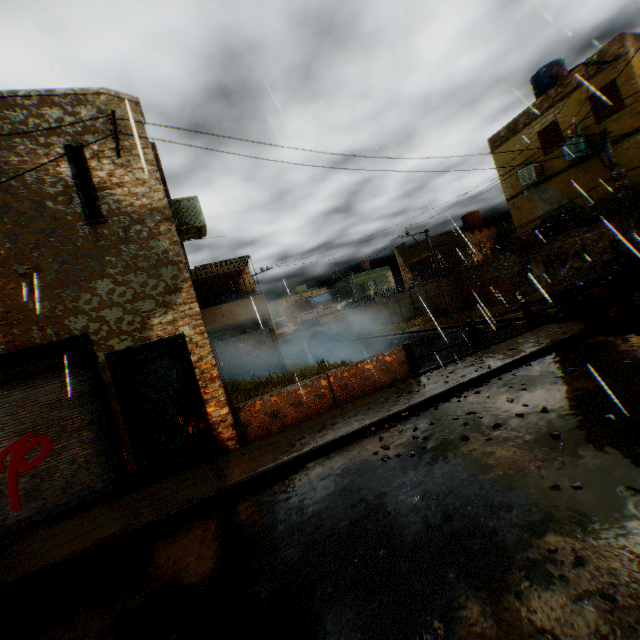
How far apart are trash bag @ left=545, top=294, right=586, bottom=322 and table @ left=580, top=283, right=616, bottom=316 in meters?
0.0 m

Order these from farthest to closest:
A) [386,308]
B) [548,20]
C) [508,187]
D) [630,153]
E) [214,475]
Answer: [386,308]
[508,187]
[630,153]
[214,475]
[548,20]

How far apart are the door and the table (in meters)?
10.81

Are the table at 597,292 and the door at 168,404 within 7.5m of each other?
no

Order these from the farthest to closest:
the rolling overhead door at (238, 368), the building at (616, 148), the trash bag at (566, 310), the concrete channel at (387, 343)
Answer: the concrete channel at (387, 343) < the rolling overhead door at (238, 368) < the building at (616, 148) < the trash bag at (566, 310)

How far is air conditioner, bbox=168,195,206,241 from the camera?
7.9m

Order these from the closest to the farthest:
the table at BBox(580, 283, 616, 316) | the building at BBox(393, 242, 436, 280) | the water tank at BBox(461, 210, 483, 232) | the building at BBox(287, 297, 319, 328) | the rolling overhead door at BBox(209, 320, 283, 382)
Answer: the table at BBox(580, 283, 616, 316)
the rolling overhead door at BBox(209, 320, 283, 382)
the water tank at BBox(461, 210, 483, 232)
the building at BBox(393, 242, 436, 280)
the building at BBox(287, 297, 319, 328)

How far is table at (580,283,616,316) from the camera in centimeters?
886cm
